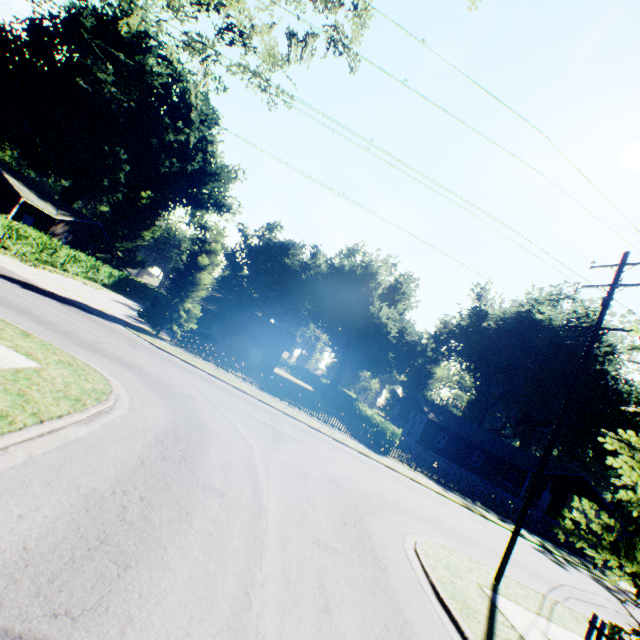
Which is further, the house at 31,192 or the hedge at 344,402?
the house at 31,192

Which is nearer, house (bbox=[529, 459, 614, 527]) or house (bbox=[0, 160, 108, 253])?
house (bbox=[0, 160, 108, 253])

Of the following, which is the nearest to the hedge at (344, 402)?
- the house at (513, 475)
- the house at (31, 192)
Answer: the house at (513, 475)

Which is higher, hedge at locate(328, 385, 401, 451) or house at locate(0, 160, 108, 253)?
house at locate(0, 160, 108, 253)

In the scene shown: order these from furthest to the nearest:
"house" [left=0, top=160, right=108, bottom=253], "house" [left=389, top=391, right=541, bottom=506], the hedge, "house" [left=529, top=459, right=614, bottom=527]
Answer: "house" [left=389, top=391, right=541, bottom=506] < "house" [left=529, top=459, right=614, bottom=527] < "house" [left=0, top=160, right=108, bottom=253] < the hedge

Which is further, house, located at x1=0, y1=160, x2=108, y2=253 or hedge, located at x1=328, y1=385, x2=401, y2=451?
house, located at x1=0, y1=160, x2=108, y2=253

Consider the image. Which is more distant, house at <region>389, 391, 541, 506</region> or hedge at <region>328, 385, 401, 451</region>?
house at <region>389, 391, 541, 506</region>

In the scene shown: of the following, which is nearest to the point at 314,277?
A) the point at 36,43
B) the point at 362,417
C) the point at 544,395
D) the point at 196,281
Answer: the point at 362,417
